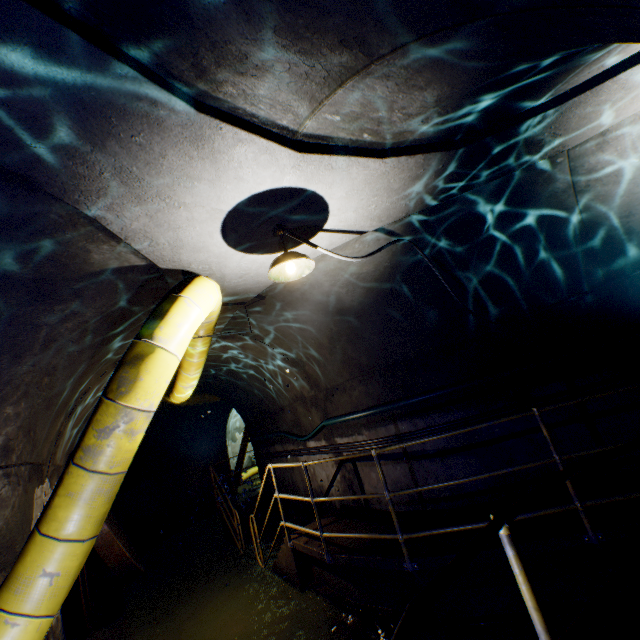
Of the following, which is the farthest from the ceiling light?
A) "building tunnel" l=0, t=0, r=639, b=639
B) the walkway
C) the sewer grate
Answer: the sewer grate

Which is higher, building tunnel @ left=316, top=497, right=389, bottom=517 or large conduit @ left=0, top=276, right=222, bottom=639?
large conduit @ left=0, top=276, right=222, bottom=639

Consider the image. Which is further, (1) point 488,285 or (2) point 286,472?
(2) point 286,472

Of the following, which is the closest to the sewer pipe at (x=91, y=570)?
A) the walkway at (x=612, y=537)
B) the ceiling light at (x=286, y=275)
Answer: the walkway at (x=612, y=537)

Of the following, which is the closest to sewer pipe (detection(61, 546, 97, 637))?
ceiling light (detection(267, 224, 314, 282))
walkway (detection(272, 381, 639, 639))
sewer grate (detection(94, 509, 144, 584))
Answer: sewer grate (detection(94, 509, 144, 584))

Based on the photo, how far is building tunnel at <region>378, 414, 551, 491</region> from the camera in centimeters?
460cm

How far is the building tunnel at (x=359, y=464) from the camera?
5.6m
